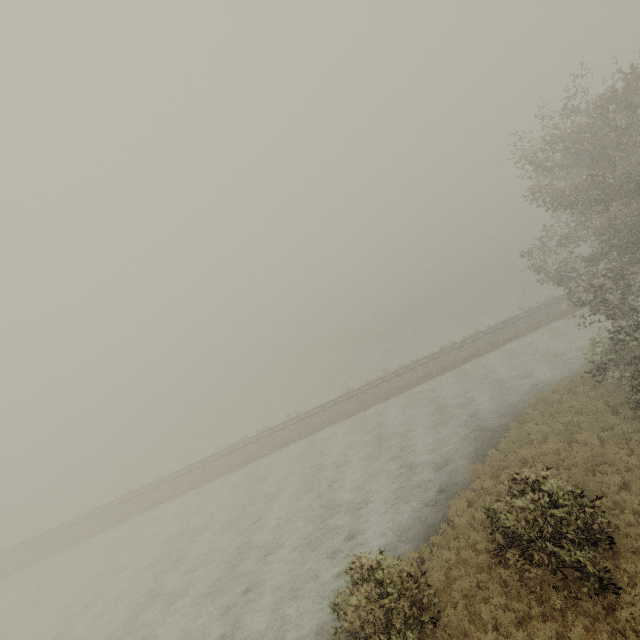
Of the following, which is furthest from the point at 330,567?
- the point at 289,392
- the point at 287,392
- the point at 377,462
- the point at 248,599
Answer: the point at 287,392
